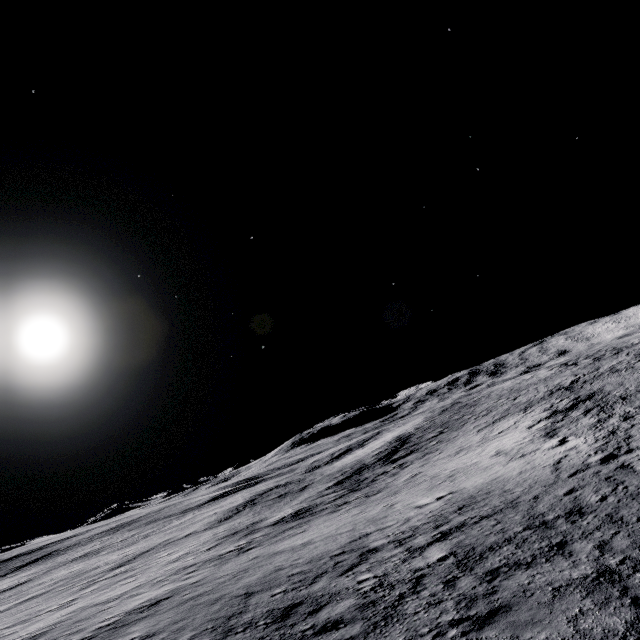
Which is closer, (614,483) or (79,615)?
(614,483)
